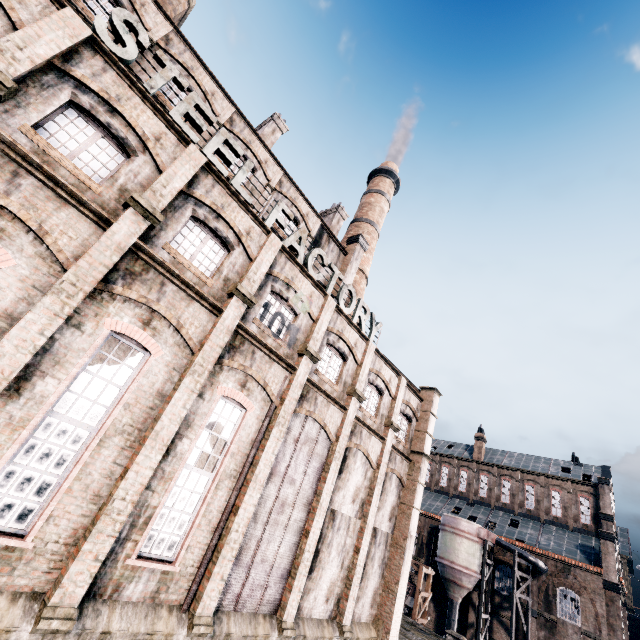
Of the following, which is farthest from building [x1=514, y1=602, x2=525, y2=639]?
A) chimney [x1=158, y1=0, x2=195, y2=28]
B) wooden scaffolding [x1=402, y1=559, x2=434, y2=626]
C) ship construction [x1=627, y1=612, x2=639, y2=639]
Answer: ship construction [x1=627, y1=612, x2=639, y2=639]

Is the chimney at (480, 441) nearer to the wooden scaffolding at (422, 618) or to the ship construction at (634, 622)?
the wooden scaffolding at (422, 618)

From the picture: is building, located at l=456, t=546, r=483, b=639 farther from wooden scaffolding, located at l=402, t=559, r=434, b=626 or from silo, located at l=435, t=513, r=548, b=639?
wooden scaffolding, located at l=402, t=559, r=434, b=626

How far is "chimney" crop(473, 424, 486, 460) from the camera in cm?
5186

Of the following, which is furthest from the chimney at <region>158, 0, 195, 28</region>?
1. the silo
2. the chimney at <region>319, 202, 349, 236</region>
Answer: the silo

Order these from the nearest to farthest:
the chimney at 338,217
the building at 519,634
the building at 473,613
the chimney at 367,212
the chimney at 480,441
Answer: the chimney at 338,217, the chimney at 367,212, the building at 519,634, the building at 473,613, the chimney at 480,441

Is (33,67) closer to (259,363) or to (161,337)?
(161,337)

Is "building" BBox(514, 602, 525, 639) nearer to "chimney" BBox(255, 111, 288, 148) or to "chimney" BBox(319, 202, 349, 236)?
"chimney" BBox(319, 202, 349, 236)
